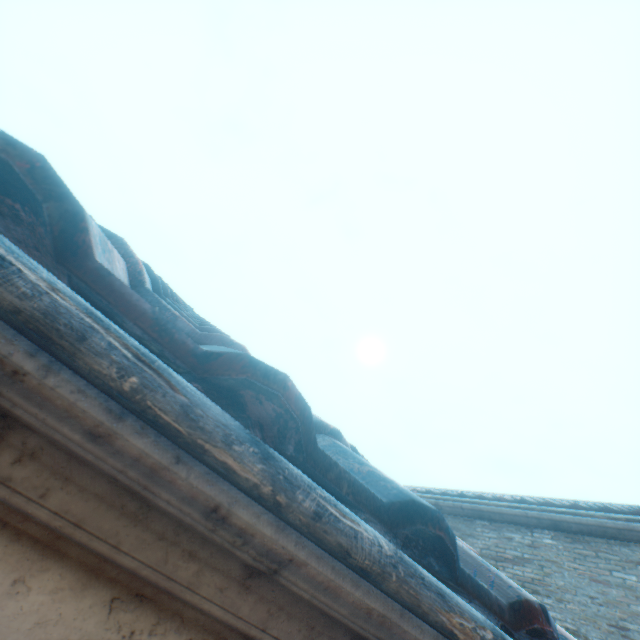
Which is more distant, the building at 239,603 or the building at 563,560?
the building at 563,560

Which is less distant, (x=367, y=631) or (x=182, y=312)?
(x=367, y=631)

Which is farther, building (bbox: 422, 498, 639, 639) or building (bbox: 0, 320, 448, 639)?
building (bbox: 422, 498, 639, 639)

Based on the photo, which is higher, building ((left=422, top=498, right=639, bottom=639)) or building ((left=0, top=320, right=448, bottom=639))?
building ((left=422, top=498, right=639, bottom=639))

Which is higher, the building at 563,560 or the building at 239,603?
the building at 563,560
